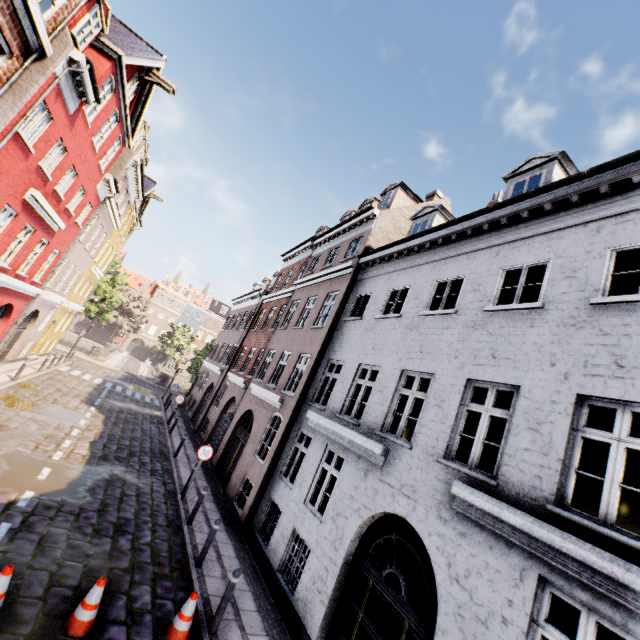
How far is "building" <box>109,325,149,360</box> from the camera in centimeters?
5803cm

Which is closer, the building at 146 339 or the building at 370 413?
the building at 370 413

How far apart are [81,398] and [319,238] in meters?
16.3 m

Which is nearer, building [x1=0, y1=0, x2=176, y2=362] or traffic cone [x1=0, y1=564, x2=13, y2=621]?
traffic cone [x1=0, y1=564, x2=13, y2=621]

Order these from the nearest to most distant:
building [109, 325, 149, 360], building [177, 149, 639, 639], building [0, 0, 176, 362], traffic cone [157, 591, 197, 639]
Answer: building [177, 149, 639, 639] < traffic cone [157, 591, 197, 639] < building [0, 0, 176, 362] < building [109, 325, 149, 360]

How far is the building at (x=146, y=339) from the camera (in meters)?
58.03

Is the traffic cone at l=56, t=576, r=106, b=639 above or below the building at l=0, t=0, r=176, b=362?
below

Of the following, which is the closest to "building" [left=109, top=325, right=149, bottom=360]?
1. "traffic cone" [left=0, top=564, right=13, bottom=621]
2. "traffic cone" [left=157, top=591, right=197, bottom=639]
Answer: "traffic cone" [left=157, top=591, right=197, bottom=639]
